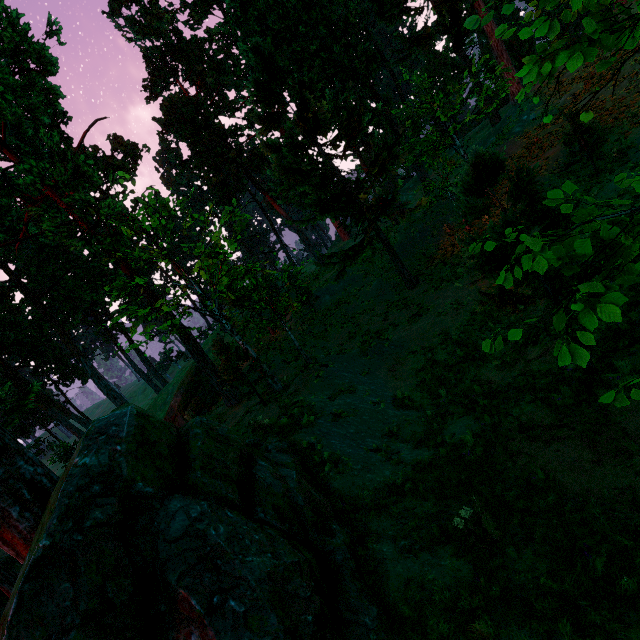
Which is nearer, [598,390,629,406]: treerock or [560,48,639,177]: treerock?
[598,390,629,406]: treerock

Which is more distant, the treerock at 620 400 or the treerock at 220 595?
the treerock at 220 595

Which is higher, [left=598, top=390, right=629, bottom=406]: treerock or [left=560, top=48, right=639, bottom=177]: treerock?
→ [left=598, top=390, right=629, bottom=406]: treerock

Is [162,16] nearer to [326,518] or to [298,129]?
[298,129]

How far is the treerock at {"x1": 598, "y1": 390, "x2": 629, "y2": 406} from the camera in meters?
2.1 m

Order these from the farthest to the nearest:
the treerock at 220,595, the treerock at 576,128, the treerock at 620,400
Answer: the treerock at 220,595 < the treerock at 576,128 < the treerock at 620,400

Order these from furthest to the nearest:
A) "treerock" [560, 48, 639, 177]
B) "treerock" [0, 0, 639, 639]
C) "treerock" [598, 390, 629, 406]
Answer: "treerock" [0, 0, 639, 639] < "treerock" [560, 48, 639, 177] < "treerock" [598, 390, 629, 406]
